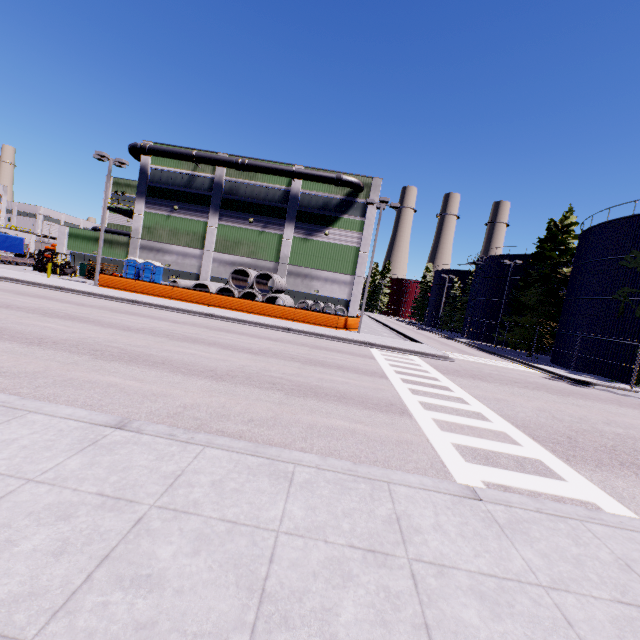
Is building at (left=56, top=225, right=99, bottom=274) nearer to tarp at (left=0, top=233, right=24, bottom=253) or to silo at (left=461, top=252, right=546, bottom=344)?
silo at (left=461, top=252, right=546, bottom=344)

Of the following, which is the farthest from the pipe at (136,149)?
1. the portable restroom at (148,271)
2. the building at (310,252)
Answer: the portable restroom at (148,271)

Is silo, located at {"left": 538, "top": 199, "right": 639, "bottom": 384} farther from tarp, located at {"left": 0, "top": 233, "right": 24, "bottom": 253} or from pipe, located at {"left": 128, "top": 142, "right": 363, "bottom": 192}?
tarp, located at {"left": 0, "top": 233, "right": 24, "bottom": 253}

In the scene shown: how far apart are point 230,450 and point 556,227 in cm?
4238

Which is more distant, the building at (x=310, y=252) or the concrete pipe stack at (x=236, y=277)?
the building at (x=310, y=252)

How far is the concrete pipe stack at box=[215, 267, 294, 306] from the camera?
27.2 meters

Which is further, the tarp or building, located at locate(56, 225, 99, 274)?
the tarp

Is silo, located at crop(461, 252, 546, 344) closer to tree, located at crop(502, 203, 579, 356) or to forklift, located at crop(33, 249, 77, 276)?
tree, located at crop(502, 203, 579, 356)
